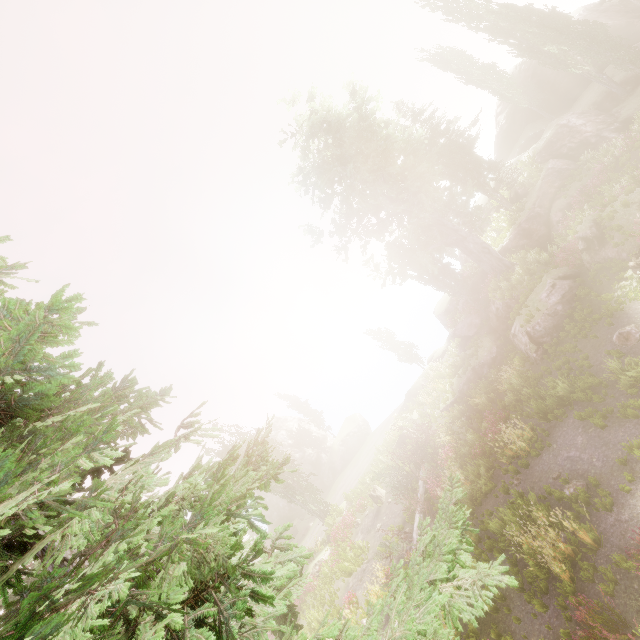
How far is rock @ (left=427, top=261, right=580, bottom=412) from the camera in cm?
1692

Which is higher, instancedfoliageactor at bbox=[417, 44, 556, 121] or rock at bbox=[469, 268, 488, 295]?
instancedfoliageactor at bbox=[417, 44, 556, 121]

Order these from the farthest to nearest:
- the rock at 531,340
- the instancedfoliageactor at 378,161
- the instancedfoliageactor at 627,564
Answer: the instancedfoliageactor at 378,161, the rock at 531,340, the instancedfoliageactor at 627,564

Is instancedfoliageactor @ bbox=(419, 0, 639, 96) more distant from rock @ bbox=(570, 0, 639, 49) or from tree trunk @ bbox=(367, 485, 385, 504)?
tree trunk @ bbox=(367, 485, 385, 504)

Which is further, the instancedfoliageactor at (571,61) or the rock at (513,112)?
the rock at (513,112)

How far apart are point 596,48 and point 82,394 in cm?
3479

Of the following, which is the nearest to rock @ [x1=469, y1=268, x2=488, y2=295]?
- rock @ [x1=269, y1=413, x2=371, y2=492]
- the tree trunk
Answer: the tree trunk

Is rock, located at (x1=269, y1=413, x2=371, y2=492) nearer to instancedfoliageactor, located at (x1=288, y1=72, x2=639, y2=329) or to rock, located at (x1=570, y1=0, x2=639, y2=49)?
instancedfoliageactor, located at (x1=288, y1=72, x2=639, y2=329)
